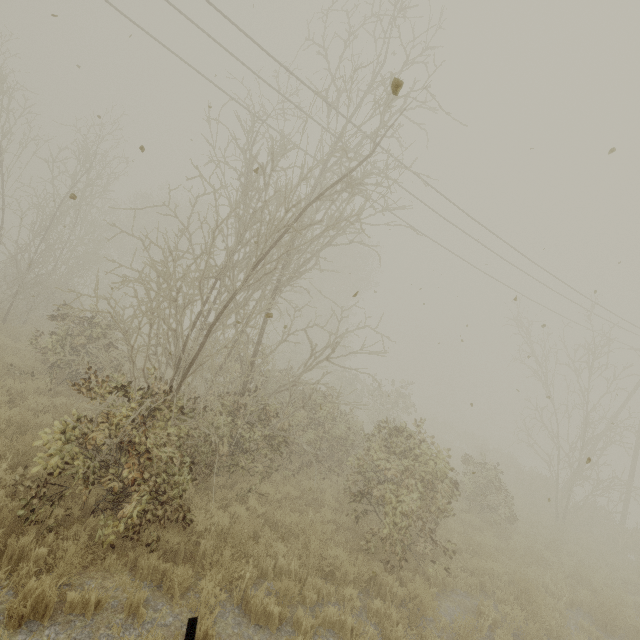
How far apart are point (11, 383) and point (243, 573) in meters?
8.2
